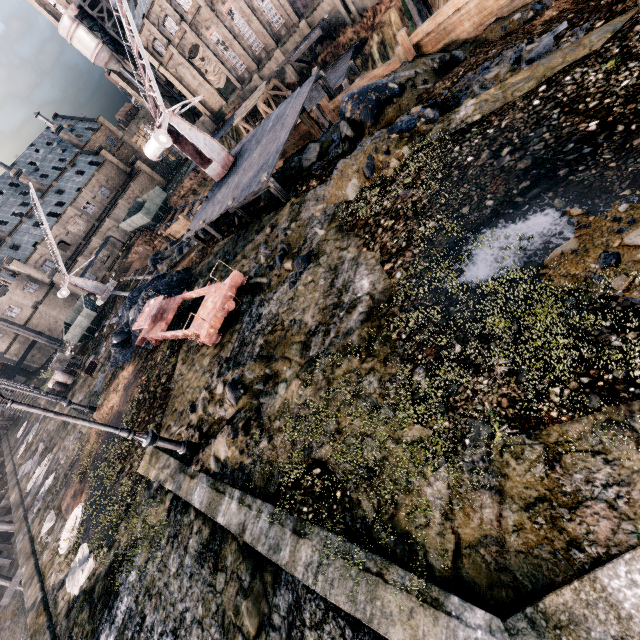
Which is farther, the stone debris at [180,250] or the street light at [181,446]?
the stone debris at [180,250]

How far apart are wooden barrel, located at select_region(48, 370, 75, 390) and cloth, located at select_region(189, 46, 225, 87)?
47.9 meters

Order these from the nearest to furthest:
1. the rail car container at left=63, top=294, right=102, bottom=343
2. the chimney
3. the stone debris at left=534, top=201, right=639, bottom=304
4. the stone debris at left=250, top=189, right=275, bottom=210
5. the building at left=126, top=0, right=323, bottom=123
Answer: the stone debris at left=534, top=201, right=639, bottom=304 → the stone debris at left=250, top=189, right=275, bottom=210 → the rail car container at left=63, top=294, right=102, bottom=343 → the building at left=126, top=0, right=323, bottom=123 → the chimney

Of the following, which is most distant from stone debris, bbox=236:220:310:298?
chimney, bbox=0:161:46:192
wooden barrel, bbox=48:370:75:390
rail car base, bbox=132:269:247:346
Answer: chimney, bbox=0:161:46:192

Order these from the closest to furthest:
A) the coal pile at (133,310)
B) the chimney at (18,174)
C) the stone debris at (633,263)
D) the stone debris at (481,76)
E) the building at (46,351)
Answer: the stone debris at (633,263), the stone debris at (481,76), the coal pile at (133,310), the building at (46,351), the chimney at (18,174)

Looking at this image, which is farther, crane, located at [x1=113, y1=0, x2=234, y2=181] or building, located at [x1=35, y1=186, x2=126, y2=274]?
building, located at [x1=35, y1=186, x2=126, y2=274]

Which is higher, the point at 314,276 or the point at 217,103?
the point at 217,103

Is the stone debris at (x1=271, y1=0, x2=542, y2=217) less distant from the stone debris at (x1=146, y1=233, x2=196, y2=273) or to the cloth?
the stone debris at (x1=146, y1=233, x2=196, y2=273)
